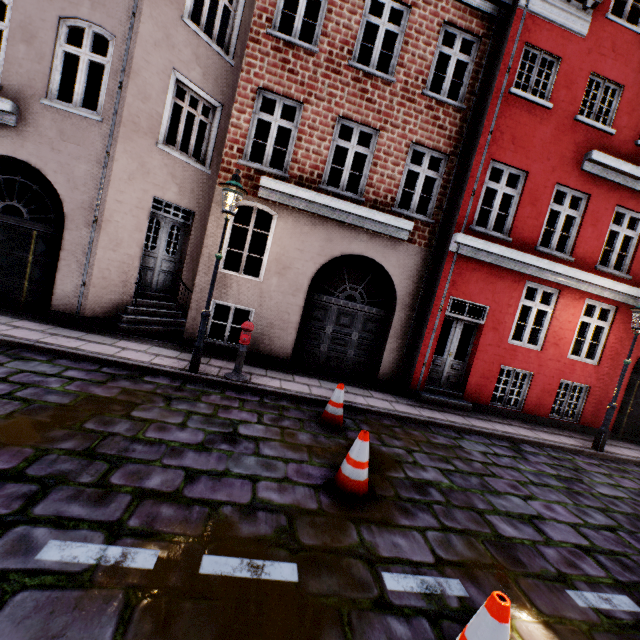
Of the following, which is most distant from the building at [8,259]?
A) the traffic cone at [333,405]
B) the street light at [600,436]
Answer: the traffic cone at [333,405]

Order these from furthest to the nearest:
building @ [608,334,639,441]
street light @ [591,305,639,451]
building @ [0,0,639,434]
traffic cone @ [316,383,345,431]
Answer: building @ [608,334,639,441], street light @ [591,305,639,451], building @ [0,0,639,434], traffic cone @ [316,383,345,431]

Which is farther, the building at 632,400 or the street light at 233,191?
the building at 632,400

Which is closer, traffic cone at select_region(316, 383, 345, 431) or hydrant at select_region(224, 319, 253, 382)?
traffic cone at select_region(316, 383, 345, 431)

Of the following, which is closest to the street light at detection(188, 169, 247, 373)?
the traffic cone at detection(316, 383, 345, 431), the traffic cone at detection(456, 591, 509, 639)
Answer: the traffic cone at detection(316, 383, 345, 431)

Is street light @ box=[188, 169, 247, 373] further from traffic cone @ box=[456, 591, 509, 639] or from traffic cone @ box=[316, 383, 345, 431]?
traffic cone @ box=[456, 591, 509, 639]

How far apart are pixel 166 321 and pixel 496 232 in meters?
9.3

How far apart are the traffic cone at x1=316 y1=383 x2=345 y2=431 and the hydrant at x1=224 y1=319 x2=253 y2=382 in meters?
1.7 m
